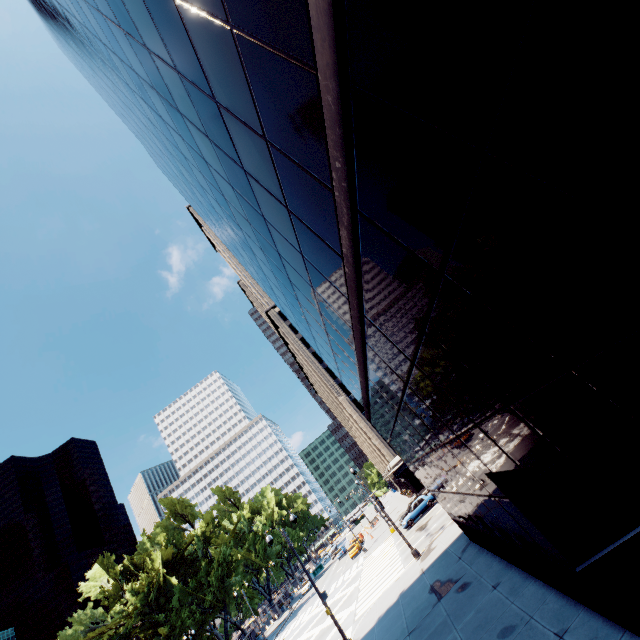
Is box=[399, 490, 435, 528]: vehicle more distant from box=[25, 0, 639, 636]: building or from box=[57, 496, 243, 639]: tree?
box=[57, 496, 243, 639]: tree

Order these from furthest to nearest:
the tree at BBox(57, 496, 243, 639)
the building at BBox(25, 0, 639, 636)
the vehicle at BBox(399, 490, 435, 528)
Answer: the tree at BBox(57, 496, 243, 639), the vehicle at BBox(399, 490, 435, 528), the building at BBox(25, 0, 639, 636)

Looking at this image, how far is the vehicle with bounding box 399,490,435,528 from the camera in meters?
34.4 m

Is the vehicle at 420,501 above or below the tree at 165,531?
below

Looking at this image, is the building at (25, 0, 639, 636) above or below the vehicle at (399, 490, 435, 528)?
above

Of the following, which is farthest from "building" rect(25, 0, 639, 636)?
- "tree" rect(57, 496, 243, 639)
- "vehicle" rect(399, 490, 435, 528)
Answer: "tree" rect(57, 496, 243, 639)

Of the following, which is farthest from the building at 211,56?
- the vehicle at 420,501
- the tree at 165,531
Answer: the tree at 165,531

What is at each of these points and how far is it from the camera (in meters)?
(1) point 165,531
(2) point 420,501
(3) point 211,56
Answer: (1) tree, 49.31
(2) vehicle, 35.12
(3) building, 5.58
